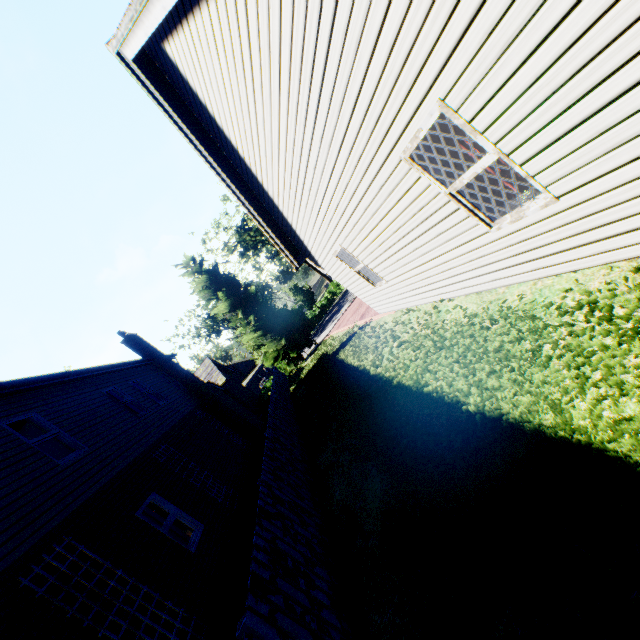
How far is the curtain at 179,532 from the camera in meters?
7.9

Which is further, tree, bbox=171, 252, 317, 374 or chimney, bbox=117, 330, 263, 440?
tree, bbox=171, 252, 317, 374

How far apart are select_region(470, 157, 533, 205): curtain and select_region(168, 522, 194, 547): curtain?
9.3m

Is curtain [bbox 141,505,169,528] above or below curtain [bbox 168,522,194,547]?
above

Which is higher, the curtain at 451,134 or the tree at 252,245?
the tree at 252,245

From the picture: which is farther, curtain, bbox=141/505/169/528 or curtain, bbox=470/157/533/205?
curtain, bbox=141/505/169/528

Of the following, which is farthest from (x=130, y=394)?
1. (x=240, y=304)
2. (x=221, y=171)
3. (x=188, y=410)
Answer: (x=240, y=304)
